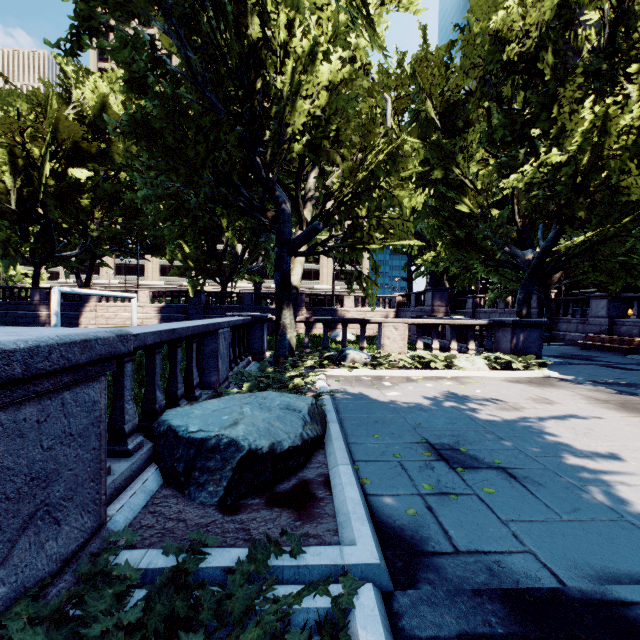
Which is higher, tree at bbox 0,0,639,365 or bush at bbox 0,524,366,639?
tree at bbox 0,0,639,365

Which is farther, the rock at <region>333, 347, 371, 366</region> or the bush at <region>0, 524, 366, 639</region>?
the rock at <region>333, 347, 371, 366</region>

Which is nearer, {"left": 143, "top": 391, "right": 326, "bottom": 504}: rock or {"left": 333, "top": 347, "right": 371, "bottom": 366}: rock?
{"left": 143, "top": 391, "right": 326, "bottom": 504}: rock

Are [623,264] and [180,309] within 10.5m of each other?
no

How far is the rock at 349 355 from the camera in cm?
1062

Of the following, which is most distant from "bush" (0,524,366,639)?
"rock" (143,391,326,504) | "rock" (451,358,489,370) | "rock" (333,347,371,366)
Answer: "rock" (451,358,489,370)

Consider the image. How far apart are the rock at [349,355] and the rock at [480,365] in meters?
2.7 m

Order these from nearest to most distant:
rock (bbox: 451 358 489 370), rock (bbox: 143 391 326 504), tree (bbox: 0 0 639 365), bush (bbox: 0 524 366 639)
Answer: bush (bbox: 0 524 366 639)
rock (bbox: 143 391 326 504)
tree (bbox: 0 0 639 365)
rock (bbox: 451 358 489 370)
